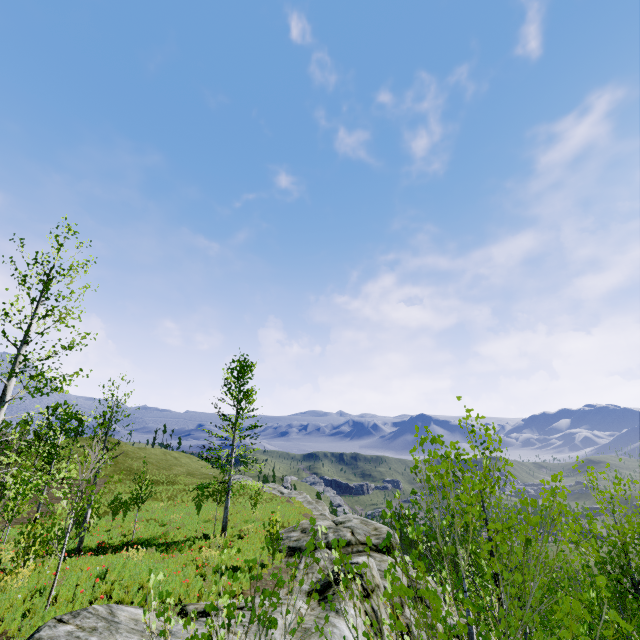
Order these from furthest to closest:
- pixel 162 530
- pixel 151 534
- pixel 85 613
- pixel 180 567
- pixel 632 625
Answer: pixel 162 530, pixel 151 534, pixel 180 567, pixel 85 613, pixel 632 625

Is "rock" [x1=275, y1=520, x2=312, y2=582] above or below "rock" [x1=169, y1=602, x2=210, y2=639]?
below

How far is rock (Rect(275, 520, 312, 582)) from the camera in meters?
15.2

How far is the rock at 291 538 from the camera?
15.21m

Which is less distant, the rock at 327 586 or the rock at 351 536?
the rock at 327 586

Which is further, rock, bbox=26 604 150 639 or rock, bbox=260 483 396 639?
rock, bbox=260 483 396 639
